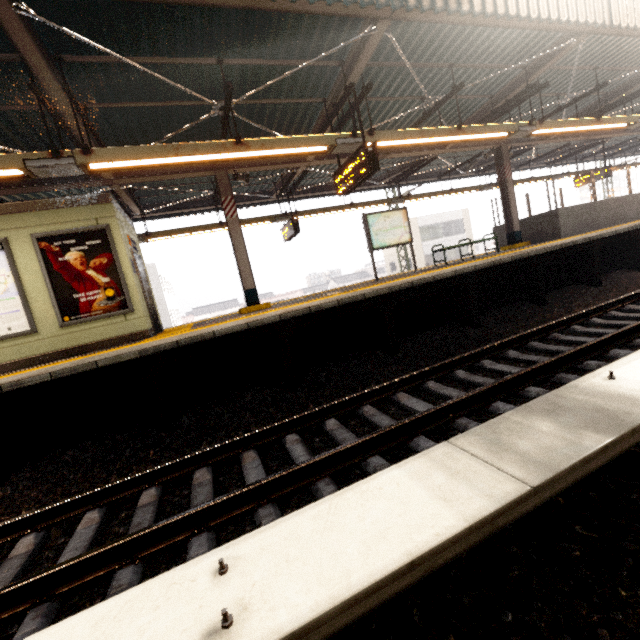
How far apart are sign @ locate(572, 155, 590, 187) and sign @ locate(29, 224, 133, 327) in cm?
1989

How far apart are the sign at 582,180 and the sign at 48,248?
19.9m

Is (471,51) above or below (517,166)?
above

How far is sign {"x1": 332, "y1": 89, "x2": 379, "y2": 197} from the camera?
5.9 meters

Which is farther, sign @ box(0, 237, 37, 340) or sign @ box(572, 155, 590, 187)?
sign @ box(572, 155, 590, 187)

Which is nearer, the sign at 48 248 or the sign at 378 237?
the sign at 48 248

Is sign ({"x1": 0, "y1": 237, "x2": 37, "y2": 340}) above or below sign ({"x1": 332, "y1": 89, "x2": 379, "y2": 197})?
below

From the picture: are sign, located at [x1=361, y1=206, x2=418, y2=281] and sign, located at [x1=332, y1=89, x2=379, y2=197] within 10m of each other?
yes
